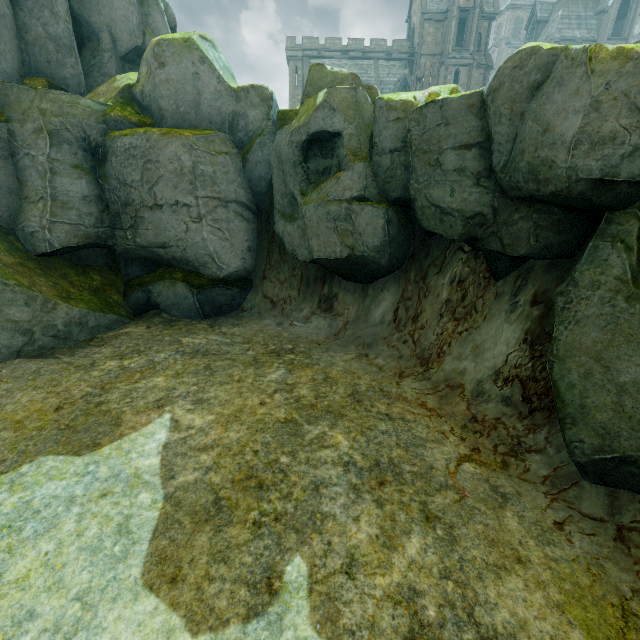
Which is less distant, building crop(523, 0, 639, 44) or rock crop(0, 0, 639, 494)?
rock crop(0, 0, 639, 494)

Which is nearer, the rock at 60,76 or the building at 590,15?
Result: the rock at 60,76

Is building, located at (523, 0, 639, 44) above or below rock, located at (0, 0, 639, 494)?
above

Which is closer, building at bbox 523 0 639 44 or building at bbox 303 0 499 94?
building at bbox 303 0 499 94

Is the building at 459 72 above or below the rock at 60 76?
above

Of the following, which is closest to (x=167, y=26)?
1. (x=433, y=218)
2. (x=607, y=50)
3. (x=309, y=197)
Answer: (x=309, y=197)

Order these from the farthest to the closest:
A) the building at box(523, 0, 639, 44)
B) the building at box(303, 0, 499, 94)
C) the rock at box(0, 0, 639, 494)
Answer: the building at box(523, 0, 639, 44) → the building at box(303, 0, 499, 94) → the rock at box(0, 0, 639, 494)
